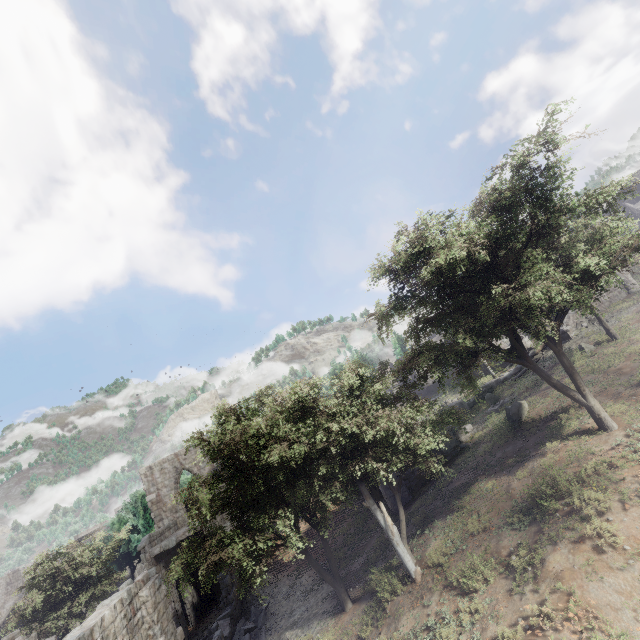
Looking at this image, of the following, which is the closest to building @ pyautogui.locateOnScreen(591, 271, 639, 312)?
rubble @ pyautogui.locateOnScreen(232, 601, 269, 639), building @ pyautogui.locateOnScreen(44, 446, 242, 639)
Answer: building @ pyautogui.locateOnScreen(44, 446, 242, 639)

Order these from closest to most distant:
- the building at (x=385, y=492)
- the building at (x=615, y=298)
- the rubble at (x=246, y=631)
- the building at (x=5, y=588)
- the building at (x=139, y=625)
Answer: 1. the building at (x=139, y=625)
2. the rubble at (x=246, y=631)
3. the building at (x=385, y=492)
4. the building at (x=615, y=298)
5. the building at (x=5, y=588)

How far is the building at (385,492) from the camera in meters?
19.9

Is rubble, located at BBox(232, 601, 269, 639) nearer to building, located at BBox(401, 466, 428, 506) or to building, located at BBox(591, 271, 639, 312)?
building, located at BBox(401, 466, 428, 506)

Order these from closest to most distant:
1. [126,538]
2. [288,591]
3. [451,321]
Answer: [451,321] < [288,591] < [126,538]
